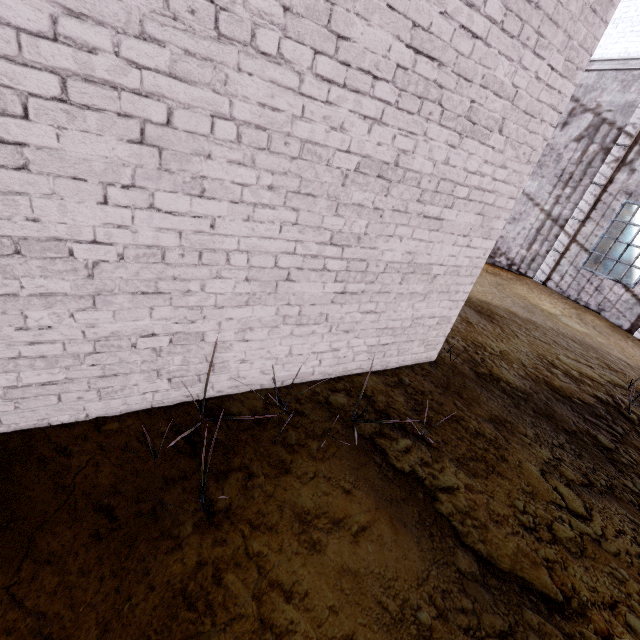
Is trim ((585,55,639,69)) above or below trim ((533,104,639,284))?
above

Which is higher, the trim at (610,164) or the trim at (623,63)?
the trim at (623,63)

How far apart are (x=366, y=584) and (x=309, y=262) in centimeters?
214cm
